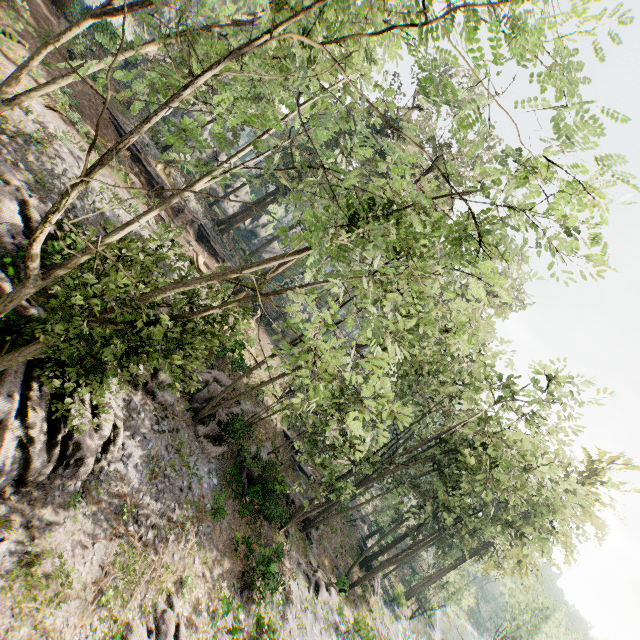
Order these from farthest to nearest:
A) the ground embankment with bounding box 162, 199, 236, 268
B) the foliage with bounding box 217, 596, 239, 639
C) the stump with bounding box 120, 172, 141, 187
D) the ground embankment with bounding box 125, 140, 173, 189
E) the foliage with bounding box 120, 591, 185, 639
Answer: the ground embankment with bounding box 162, 199, 236, 268 < the ground embankment with bounding box 125, 140, 173, 189 < the stump with bounding box 120, 172, 141, 187 < the foliage with bounding box 217, 596, 239, 639 < the foliage with bounding box 120, 591, 185, 639

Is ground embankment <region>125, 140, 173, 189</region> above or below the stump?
above

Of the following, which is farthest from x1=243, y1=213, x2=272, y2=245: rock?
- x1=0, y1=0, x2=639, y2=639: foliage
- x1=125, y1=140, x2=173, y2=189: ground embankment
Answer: x1=125, y1=140, x2=173, y2=189: ground embankment

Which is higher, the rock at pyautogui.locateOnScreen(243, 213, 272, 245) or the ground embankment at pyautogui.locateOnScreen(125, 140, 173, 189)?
the rock at pyautogui.locateOnScreen(243, 213, 272, 245)

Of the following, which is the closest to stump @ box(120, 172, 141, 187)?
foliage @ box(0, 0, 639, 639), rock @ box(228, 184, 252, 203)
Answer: foliage @ box(0, 0, 639, 639)

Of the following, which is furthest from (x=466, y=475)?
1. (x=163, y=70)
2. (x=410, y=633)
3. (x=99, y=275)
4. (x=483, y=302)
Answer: (x=163, y=70)

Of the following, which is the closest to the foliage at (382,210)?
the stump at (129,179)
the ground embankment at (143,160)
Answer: the ground embankment at (143,160)
